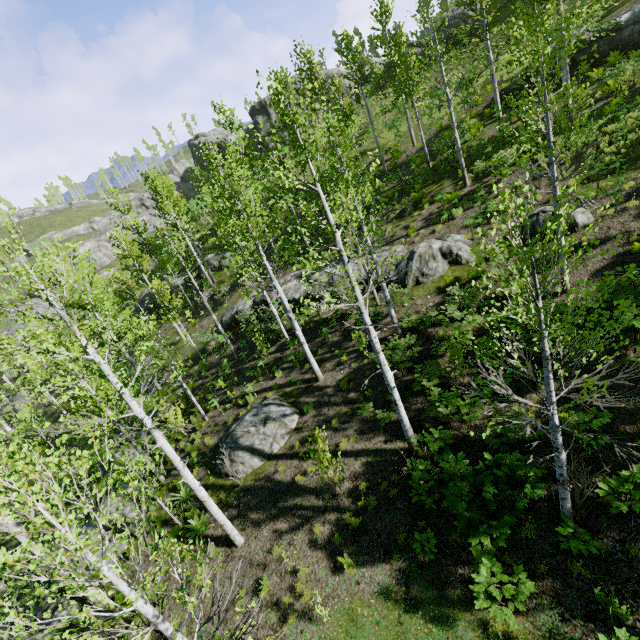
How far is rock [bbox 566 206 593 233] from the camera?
11.9 meters

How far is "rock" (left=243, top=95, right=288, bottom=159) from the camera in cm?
3897

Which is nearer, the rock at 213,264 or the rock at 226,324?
the rock at 226,324

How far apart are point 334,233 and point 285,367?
11.2 meters

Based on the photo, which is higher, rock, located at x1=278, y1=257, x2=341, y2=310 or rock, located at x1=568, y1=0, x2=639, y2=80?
rock, located at x1=568, y1=0, x2=639, y2=80

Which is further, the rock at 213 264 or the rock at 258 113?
the rock at 258 113

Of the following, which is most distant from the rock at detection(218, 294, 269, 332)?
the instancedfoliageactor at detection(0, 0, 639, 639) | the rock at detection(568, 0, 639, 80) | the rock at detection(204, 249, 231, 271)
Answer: the rock at detection(568, 0, 639, 80)

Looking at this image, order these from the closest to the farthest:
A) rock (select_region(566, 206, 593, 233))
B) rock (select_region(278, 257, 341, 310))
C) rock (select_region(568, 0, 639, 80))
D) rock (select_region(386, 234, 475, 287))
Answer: rock (select_region(566, 206, 593, 233)) → rock (select_region(386, 234, 475, 287)) → rock (select_region(568, 0, 639, 80)) → rock (select_region(278, 257, 341, 310))
